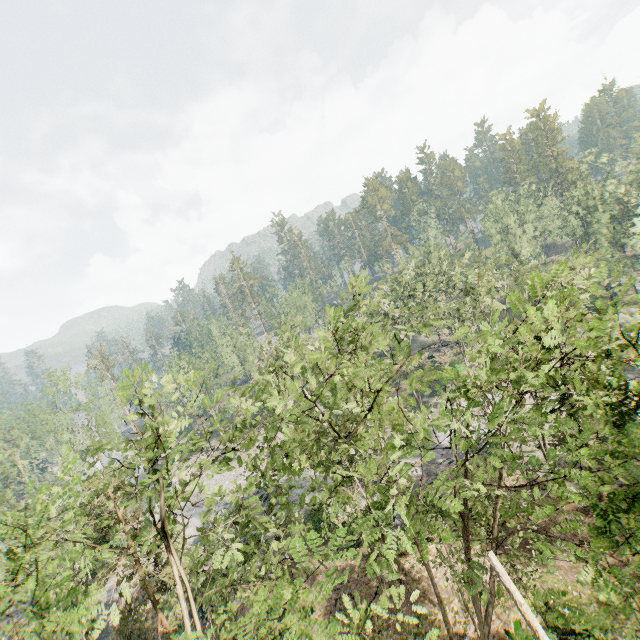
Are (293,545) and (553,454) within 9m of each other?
yes

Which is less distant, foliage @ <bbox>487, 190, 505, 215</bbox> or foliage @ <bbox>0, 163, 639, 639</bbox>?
foliage @ <bbox>0, 163, 639, 639</bbox>

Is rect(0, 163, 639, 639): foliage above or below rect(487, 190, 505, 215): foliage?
below

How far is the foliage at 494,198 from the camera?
50.9m

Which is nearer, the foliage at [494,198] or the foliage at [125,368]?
the foliage at [125,368]

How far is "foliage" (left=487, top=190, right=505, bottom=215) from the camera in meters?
50.9
